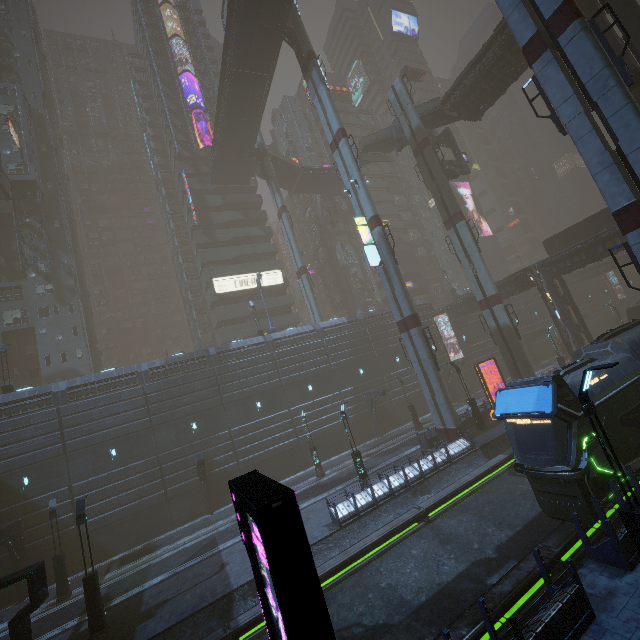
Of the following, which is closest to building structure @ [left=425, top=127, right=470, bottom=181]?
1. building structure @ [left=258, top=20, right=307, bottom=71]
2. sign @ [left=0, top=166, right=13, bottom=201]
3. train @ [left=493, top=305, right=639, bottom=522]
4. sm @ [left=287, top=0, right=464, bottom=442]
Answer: sm @ [left=287, top=0, right=464, bottom=442]

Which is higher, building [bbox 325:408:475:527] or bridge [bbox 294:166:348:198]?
bridge [bbox 294:166:348:198]

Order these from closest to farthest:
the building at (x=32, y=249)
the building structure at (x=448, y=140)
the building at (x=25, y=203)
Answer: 1. the building structure at (x=448, y=140)
2. the building at (x=32, y=249)
3. the building at (x=25, y=203)

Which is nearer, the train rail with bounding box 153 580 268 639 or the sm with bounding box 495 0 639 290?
the train rail with bounding box 153 580 268 639

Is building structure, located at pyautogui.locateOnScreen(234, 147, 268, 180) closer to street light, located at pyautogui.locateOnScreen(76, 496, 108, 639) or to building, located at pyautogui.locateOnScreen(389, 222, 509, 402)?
building, located at pyautogui.locateOnScreen(389, 222, 509, 402)

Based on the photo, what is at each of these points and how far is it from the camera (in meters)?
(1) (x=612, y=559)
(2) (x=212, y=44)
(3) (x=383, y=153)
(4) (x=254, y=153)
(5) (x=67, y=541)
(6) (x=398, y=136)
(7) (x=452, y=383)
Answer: (1) building, 8.84
(2) building, 58.91
(3) stairs, 46.84
(4) building structure, 44.72
(5) building, 23.05
(6) building structure, 37.28
(7) building, 41.47

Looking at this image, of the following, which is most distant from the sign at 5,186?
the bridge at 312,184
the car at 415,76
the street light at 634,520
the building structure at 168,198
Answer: the street light at 634,520

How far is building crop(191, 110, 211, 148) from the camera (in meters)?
51.81
